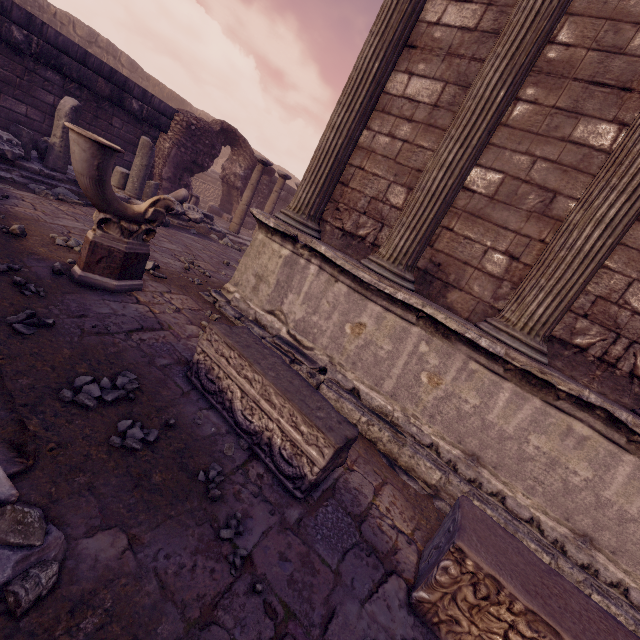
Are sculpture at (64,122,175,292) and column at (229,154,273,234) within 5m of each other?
no

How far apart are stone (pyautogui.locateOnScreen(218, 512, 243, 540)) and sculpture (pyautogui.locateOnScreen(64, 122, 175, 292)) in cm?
249

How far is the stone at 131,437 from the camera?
1.8m

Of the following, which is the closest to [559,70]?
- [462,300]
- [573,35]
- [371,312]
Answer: [573,35]

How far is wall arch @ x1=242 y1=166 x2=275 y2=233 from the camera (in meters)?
13.20

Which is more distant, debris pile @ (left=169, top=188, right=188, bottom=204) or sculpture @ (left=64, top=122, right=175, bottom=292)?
debris pile @ (left=169, top=188, right=188, bottom=204)

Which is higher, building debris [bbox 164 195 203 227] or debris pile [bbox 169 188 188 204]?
debris pile [bbox 169 188 188 204]

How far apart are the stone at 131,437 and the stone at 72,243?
2.6 meters
